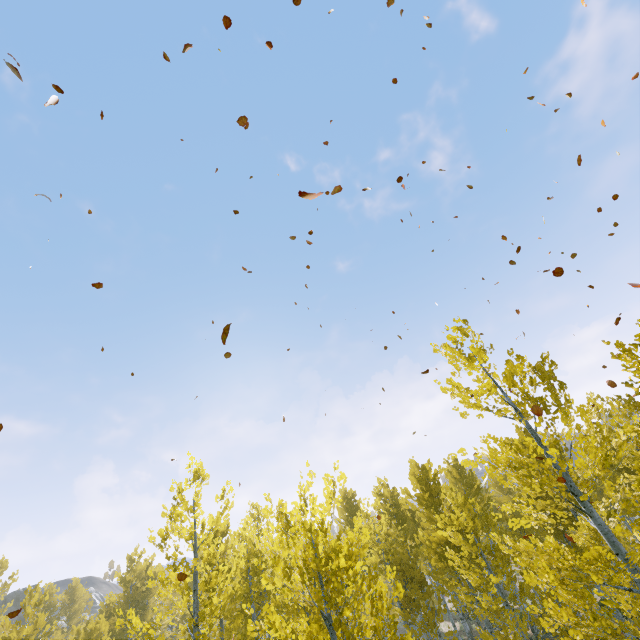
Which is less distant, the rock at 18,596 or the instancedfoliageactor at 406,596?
the instancedfoliageactor at 406,596

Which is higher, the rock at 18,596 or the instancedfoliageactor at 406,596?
the rock at 18,596

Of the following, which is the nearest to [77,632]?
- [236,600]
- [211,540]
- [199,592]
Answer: [199,592]

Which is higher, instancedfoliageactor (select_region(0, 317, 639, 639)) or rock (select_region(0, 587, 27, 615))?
rock (select_region(0, 587, 27, 615))

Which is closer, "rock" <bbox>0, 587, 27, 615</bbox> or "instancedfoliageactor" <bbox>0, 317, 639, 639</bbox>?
"instancedfoliageactor" <bbox>0, 317, 639, 639</bbox>
